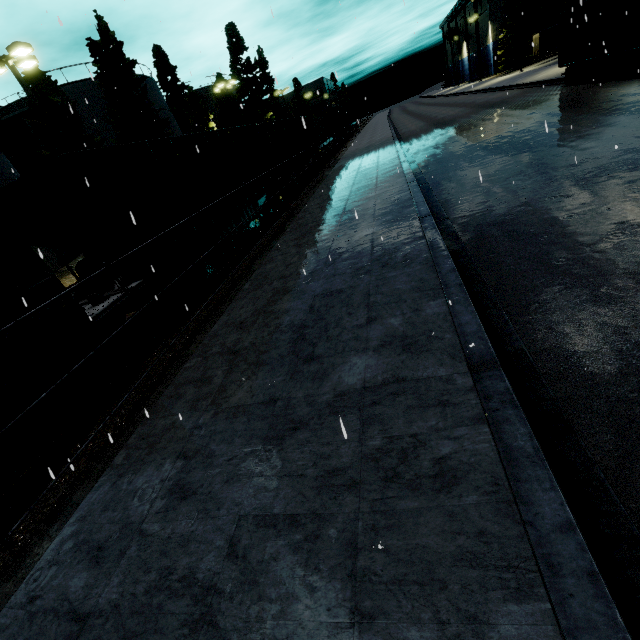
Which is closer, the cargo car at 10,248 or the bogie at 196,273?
the cargo car at 10,248

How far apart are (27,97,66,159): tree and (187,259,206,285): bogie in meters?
18.8

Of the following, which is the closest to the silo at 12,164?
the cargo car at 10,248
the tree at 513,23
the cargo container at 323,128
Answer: the cargo car at 10,248

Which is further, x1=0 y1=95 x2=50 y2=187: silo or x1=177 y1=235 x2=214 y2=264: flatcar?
x1=0 y1=95 x2=50 y2=187: silo

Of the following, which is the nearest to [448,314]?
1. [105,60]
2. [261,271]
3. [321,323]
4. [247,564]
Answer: [321,323]

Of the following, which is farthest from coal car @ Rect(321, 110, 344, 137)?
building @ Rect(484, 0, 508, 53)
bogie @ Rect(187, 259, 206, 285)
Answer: bogie @ Rect(187, 259, 206, 285)

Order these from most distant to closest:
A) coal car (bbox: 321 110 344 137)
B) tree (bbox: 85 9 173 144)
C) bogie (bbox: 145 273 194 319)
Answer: coal car (bbox: 321 110 344 137) → tree (bbox: 85 9 173 144) → bogie (bbox: 145 273 194 319)
